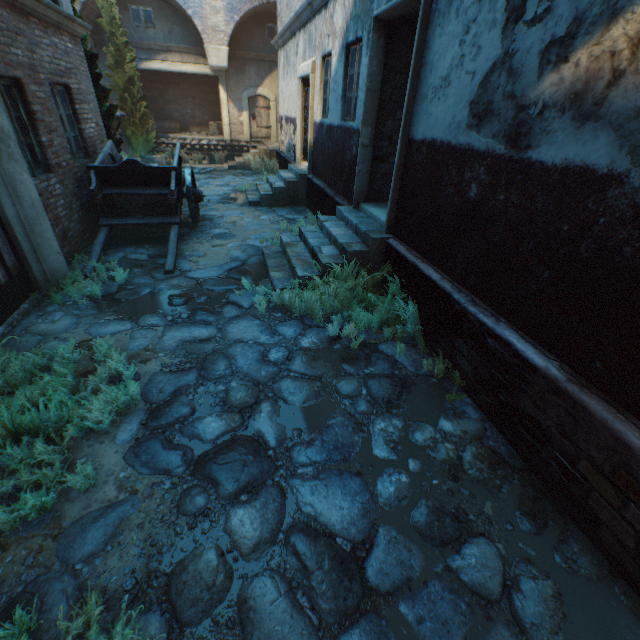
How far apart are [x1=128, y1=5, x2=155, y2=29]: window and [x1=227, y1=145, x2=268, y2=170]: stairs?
6.29m

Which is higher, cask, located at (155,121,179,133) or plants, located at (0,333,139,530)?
cask, located at (155,121,179,133)

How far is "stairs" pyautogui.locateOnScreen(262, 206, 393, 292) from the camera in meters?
5.3

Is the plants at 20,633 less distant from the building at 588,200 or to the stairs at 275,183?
the building at 588,200

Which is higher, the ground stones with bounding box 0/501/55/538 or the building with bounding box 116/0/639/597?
the building with bounding box 116/0/639/597

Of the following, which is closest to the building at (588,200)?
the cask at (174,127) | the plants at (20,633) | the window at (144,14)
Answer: the plants at (20,633)

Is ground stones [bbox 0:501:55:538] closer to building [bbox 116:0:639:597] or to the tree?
building [bbox 116:0:639:597]

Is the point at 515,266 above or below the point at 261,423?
above
